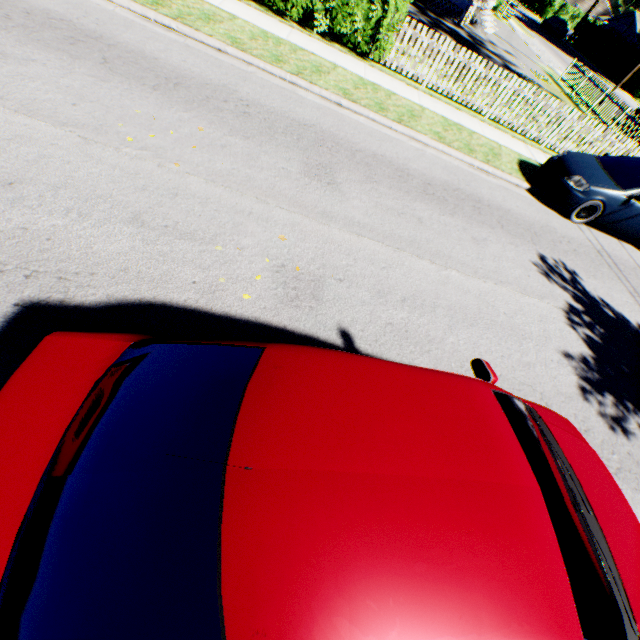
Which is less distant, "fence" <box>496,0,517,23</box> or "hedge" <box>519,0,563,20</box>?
"fence" <box>496,0,517,23</box>

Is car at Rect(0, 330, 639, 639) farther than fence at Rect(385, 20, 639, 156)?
No

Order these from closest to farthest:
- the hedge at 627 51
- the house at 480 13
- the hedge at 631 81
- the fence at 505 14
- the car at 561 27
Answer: the house at 480 13 < the fence at 505 14 < the hedge at 631 81 < the hedge at 627 51 < the car at 561 27

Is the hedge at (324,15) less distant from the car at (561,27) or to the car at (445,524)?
the car at (445,524)

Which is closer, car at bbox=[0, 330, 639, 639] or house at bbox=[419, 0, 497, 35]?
car at bbox=[0, 330, 639, 639]

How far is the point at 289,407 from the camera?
1.52m

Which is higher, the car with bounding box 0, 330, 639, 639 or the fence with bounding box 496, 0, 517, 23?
the car with bounding box 0, 330, 639, 639

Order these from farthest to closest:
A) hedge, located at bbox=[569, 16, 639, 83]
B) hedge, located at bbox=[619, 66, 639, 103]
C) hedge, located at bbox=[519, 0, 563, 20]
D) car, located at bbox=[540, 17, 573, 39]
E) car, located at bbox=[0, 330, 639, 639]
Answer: hedge, located at bbox=[519, 0, 563, 20], car, located at bbox=[540, 17, 573, 39], hedge, located at bbox=[569, 16, 639, 83], hedge, located at bbox=[619, 66, 639, 103], car, located at bbox=[0, 330, 639, 639]
